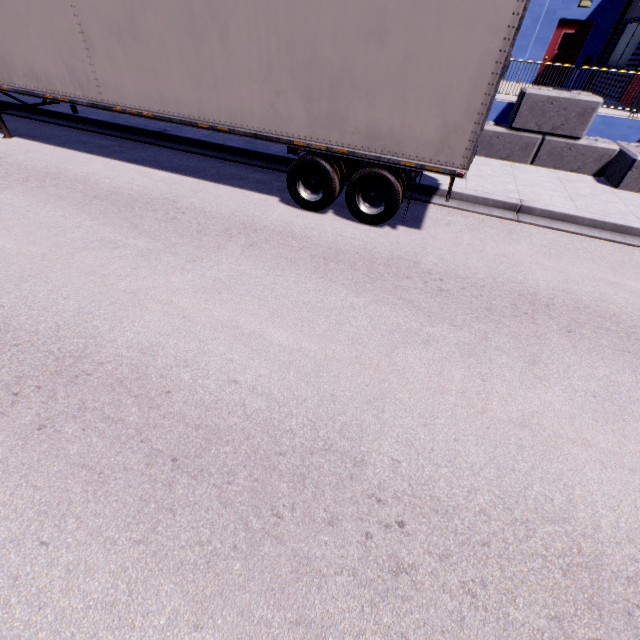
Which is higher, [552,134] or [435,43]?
[435,43]

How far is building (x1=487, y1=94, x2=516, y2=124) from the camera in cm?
1003

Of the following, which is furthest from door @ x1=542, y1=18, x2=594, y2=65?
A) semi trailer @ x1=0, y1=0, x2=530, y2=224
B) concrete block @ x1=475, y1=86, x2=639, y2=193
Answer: semi trailer @ x1=0, y1=0, x2=530, y2=224

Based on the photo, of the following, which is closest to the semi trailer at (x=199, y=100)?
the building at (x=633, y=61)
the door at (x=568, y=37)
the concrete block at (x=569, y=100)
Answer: the building at (x=633, y=61)

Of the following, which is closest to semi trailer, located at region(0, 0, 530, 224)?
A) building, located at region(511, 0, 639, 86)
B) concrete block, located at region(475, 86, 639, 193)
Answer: building, located at region(511, 0, 639, 86)

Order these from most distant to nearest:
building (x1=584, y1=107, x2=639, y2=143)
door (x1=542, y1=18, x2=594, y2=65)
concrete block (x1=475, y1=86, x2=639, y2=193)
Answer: door (x1=542, y1=18, x2=594, y2=65) → building (x1=584, y1=107, x2=639, y2=143) → concrete block (x1=475, y1=86, x2=639, y2=193)
